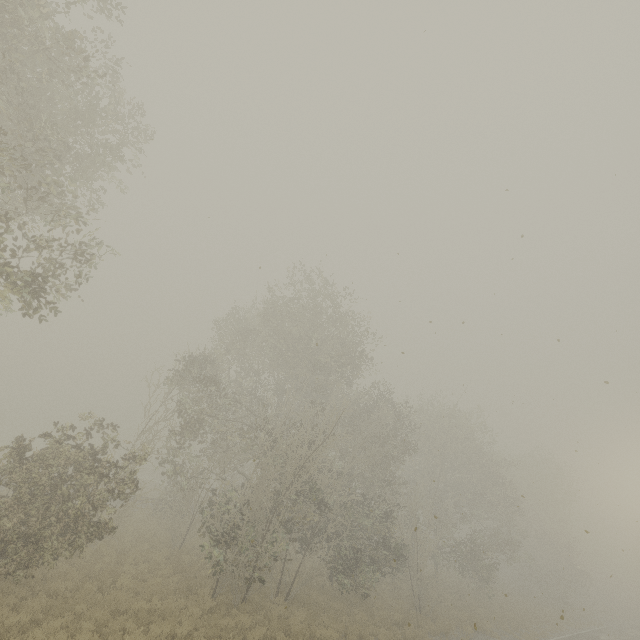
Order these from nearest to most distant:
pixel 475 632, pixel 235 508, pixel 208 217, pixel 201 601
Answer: pixel 208 217 → pixel 201 601 → pixel 235 508 → pixel 475 632
